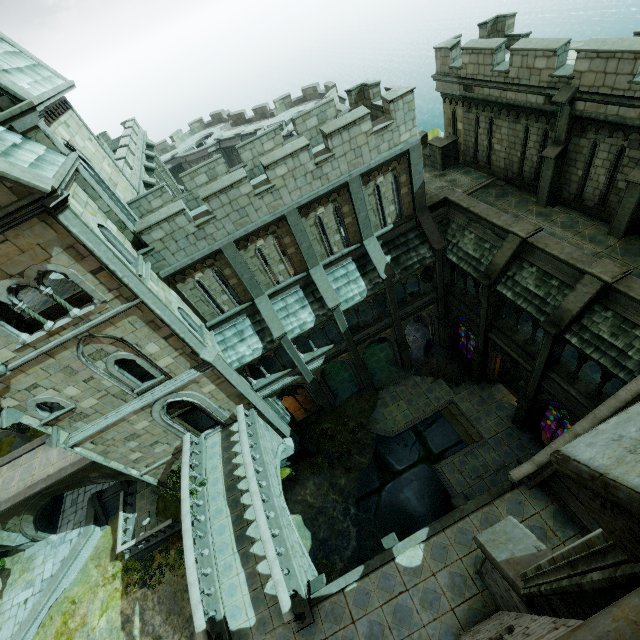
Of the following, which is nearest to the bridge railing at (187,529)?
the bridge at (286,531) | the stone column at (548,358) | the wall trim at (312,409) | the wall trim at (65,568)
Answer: the bridge at (286,531)

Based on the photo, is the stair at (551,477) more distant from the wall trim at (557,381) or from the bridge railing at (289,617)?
the bridge railing at (289,617)

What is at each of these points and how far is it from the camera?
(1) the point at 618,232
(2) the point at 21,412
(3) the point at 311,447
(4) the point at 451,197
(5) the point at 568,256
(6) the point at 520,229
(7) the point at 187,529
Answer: (1) stone column, 12.7 meters
(2) building, 12.8 meters
(3) plant, 21.0 meters
(4) wall trim, 16.9 meters
(5) wall trim, 12.2 meters
(6) stair, 13.6 meters
(7) bridge railing, 12.9 meters

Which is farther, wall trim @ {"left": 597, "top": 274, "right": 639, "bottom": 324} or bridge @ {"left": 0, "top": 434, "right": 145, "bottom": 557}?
bridge @ {"left": 0, "top": 434, "right": 145, "bottom": 557}

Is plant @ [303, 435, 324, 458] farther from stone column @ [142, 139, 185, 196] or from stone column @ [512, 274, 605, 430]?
stone column @ [142, 139, 185, 196]

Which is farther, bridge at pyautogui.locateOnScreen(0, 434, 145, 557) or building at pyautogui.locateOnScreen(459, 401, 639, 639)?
bridge at pyautogui.locateOnScreen(0, 434, 145, 557)

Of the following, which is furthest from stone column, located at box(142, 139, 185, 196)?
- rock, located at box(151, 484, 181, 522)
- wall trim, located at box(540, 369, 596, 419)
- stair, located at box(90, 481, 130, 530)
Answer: wall trim, located at box(540, 369, 596, 419)

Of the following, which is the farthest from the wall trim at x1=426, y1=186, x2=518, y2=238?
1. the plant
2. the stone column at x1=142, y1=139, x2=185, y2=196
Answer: the stone column at x1=142, y1=139, x2=185, y2=196
